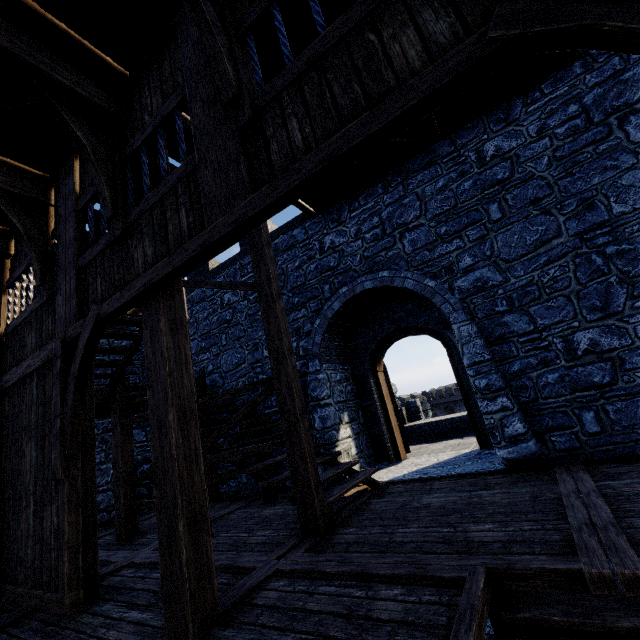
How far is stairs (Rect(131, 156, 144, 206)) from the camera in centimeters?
371cm

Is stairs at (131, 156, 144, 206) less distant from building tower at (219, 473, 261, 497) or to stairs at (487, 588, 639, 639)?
building tower at (219, 473, 261, 497)

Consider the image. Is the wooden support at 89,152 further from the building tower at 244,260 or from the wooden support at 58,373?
the building tower at 244,260

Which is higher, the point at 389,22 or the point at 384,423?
the point at 389,22

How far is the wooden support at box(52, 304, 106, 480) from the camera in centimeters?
364cm

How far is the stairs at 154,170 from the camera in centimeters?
369cm

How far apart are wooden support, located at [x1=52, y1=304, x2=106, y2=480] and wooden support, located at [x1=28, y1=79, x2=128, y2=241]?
0.8m
